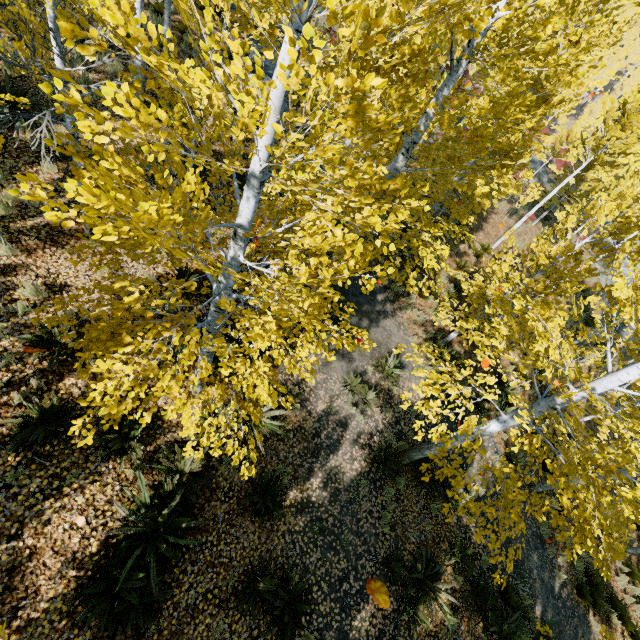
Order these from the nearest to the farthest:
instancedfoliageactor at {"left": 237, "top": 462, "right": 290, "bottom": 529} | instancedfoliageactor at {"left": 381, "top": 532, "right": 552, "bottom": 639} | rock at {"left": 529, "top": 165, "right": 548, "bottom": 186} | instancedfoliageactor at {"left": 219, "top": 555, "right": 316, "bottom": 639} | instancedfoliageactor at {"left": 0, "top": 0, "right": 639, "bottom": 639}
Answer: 1. instancedfoliageactor at {"left": 0, "top": 0, "right": 639, "bottom": 639}
2. instancedfoliageactor at {"left": 237, "top": 462, "right": 290, "bottom": 529}
3. instancedfoliageactor at {"left": 219, "top": 555, "right": 316, "bottom": 639}
4. instancedfoliageactor at {"left": 381, "top": 532, "right": 552, "bottom": 639}
5. rock at {"left": 529, "top": 165, "right": 548, "bottom": 186}

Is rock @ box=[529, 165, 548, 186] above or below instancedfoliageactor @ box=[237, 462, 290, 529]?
above

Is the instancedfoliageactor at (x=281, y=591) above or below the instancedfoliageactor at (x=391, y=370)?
above

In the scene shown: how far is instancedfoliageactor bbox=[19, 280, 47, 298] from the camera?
5.7m

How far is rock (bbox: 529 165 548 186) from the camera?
28.0 meters

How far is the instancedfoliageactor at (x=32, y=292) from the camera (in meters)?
5.73

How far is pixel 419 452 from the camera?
8.7 meters

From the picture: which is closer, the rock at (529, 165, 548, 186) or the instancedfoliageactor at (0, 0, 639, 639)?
the instancedfoliageactor at (0, 0, 639, 639)
